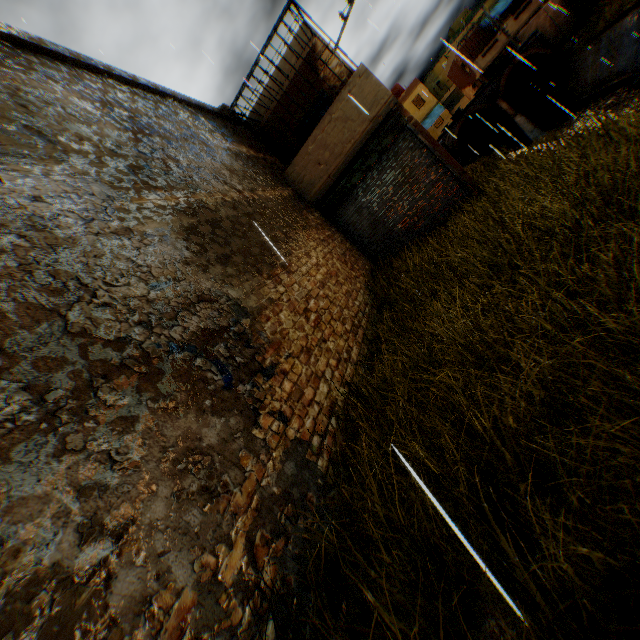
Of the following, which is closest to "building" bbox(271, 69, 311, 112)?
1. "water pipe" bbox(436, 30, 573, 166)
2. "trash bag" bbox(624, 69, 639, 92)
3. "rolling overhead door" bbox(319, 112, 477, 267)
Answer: "rolling overhead door" bbox(319, 112, 477, 267)

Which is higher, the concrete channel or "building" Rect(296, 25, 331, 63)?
"building" Rect(296, 25, 331, 63)

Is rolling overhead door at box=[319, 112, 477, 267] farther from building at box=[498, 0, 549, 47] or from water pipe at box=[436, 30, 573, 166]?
building at box=[498, 0, 549, 47]

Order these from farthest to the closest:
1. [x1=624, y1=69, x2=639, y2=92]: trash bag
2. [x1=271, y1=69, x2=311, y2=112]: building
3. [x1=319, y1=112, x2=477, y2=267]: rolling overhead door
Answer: [x1=624, y1=69, x2=639, y2=92]: trash bag → [x1=271, y1=69, x2=311, y2=112]: building → [x1=319, y1=112, x2=477, y2=267]: rolling overhead door

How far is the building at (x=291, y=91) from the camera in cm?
1099

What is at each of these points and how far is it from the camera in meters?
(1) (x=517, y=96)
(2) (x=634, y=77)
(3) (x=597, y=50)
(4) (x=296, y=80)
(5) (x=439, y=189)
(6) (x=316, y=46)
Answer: (1) water pipe, 28.9 m
(2) trash bag, 14.7 m
(3) concrete channel, 18.0 m
(4) building, 10.9 m
(5) rolling overhead door, 9.2 m
(6) building, 10.4 m

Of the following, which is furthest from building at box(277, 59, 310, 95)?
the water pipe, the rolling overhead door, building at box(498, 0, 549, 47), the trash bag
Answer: the trash bag

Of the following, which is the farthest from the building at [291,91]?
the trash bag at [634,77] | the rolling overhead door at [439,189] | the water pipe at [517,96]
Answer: the trash bag at [634,77]
